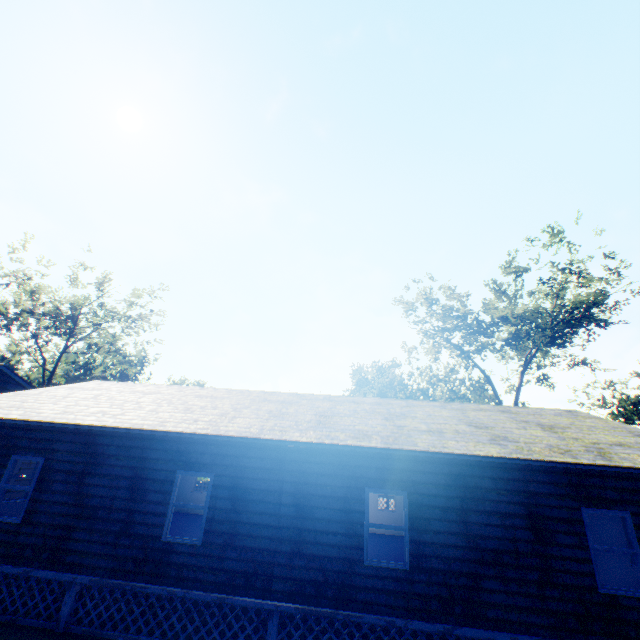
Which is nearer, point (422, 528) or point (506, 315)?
point (422, 528)

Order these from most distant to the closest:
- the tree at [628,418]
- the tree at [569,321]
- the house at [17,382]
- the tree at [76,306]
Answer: the tree at [628,418]
the tree at [76,306]
the tree at [569,321]
the house at [17,382]

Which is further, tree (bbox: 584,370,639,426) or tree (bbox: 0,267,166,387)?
tree (bbox: 584,370,639,426)

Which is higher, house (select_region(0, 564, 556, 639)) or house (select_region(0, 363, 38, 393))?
house (select_region(0, 363, 38, 393))

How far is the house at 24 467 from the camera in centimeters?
1455cm

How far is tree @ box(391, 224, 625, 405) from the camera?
23.7m

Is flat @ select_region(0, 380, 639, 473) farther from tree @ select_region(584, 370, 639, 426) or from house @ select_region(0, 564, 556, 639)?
tree @ select_region(584, 370, 639, 426)

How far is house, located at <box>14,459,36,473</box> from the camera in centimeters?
1455cm
